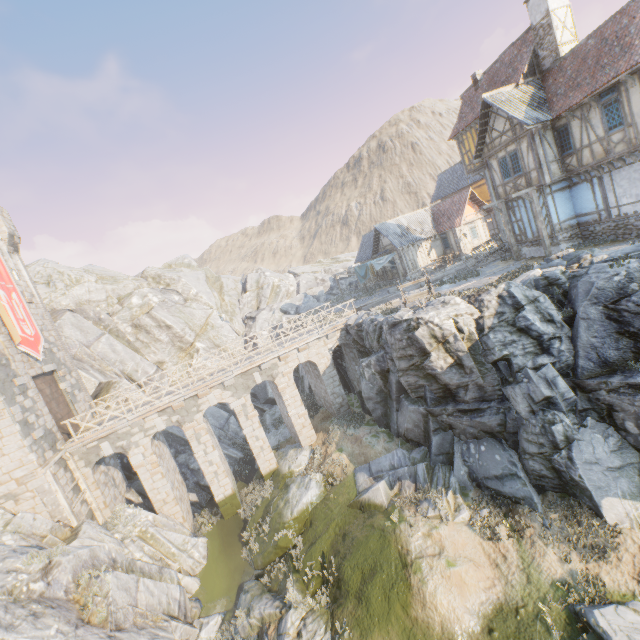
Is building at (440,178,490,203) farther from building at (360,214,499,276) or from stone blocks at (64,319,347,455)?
stone blocks at (64,319,347,455)

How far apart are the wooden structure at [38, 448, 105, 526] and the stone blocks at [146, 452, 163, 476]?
2.12m

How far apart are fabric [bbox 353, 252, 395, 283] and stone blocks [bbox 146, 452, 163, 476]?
22.8m

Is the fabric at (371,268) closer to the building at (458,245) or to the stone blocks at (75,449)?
the building at (458,245)

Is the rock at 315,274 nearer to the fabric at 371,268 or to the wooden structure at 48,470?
the wooden structure at 48,470

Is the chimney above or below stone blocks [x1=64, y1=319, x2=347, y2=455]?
above

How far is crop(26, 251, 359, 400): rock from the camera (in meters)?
26.88

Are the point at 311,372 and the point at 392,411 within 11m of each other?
yes
